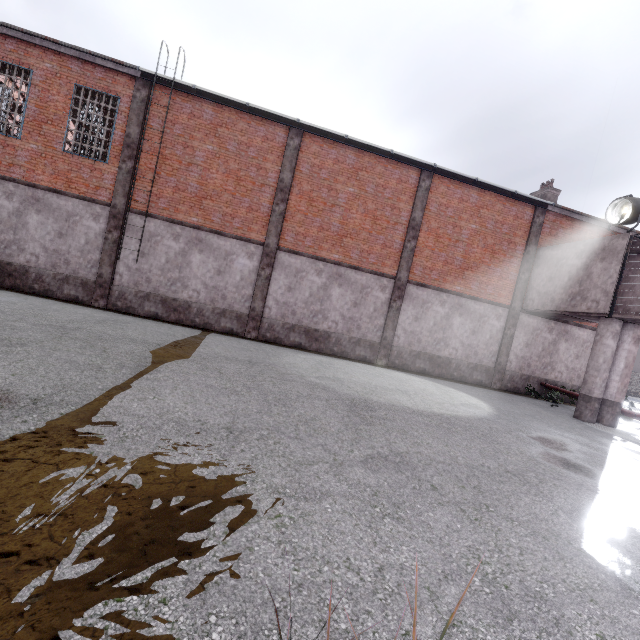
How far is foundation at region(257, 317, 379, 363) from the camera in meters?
13.8

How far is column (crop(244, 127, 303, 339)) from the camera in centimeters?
1327cm

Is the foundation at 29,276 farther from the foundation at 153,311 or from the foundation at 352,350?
the foundation at 352,350

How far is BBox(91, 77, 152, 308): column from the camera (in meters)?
12.27

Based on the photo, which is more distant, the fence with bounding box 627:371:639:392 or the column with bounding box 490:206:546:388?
the fence with bounding box 627:371:639:392

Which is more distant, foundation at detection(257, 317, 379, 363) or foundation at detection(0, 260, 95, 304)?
foundation at detection(257, 317, 379, 363)

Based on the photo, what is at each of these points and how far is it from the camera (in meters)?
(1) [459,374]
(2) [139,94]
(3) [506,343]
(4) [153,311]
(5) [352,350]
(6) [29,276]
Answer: (1) foundation, 15.34
(2) column, 12.24
(3) column, 15.55
(4) foundation, 12.98
(5) foundation, 14.41
(6) foundation, 12.20

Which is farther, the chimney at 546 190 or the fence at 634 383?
the fence at 634 383
